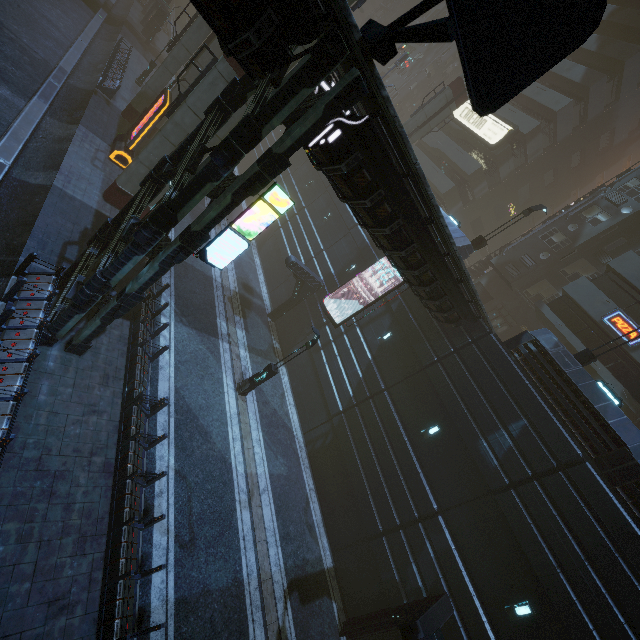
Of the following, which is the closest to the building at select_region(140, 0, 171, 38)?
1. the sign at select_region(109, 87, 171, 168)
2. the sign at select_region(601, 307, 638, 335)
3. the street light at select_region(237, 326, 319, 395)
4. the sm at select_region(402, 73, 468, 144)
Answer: the sign at select_region(601, 307, 638, 335)

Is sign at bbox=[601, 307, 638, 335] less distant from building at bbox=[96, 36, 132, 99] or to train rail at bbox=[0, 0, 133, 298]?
building at bbox=[96, 36, 132, 99]

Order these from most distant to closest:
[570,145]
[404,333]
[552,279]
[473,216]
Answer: [473,216]
[570,145]
[552,279]
[404,333]

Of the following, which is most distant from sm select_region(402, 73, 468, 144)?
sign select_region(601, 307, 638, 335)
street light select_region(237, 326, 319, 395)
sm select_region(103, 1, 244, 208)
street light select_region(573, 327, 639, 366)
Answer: street light select_region(573, 327, 639, 366)

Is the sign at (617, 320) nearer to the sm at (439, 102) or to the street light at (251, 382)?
the street light at (251, 382)

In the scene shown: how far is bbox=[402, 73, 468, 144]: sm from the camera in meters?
27.4

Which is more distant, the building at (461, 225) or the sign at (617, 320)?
the building at (461, 225)

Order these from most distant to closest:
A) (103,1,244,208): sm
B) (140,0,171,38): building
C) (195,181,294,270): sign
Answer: (140,0,171,38): building
(103,1,244,208): sm
(195,181,294,270): sign
